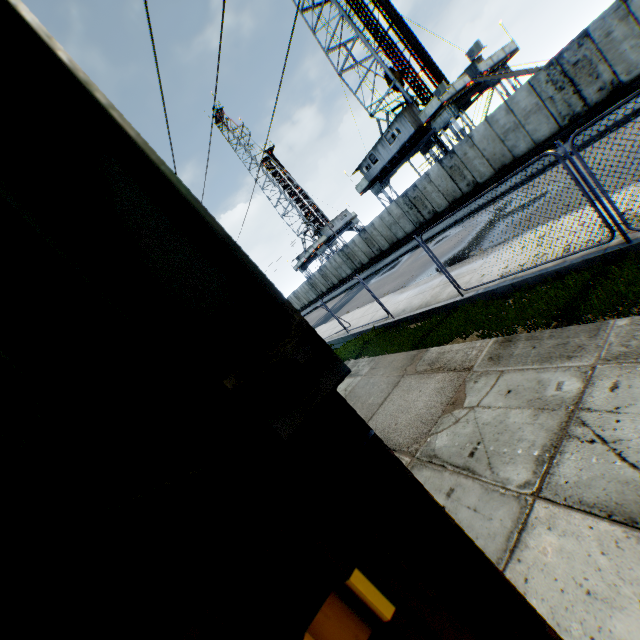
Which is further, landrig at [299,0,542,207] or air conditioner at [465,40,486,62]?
landrig at [299,0,542,207]

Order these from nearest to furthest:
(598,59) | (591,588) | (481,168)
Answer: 1. (591,588)
2. (598,59)
3. (481,168)

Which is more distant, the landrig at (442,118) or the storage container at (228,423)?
the landrig at (442,118)

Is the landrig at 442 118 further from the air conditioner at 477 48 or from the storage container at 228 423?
the storage container at 228 423

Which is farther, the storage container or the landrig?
the landrig

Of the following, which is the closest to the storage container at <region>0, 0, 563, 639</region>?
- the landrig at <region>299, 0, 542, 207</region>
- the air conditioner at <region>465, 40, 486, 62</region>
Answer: the air conditioner at <region>465, 40, 486, 62</region>

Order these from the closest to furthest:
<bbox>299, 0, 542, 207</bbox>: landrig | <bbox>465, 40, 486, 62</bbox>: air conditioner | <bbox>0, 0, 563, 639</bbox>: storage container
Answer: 1. <bbox>0, 0, 563, 639</bbox>: storage container
2. <bbox>465, 40, 486, 62</bbox>: air conditioner
3. <bbox>299, 0, 542, 207</bbox>: landrig
